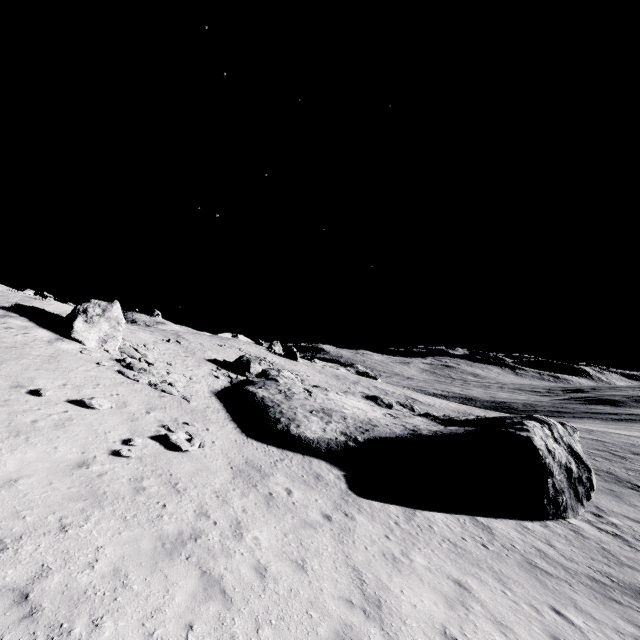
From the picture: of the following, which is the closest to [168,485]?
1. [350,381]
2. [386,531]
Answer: [386,531]

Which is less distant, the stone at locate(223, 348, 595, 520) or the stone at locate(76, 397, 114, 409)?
the stone at locate(76, 397, 114, 409)

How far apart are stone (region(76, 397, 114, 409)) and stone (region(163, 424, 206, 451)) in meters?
2.8

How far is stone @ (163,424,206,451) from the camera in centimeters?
1245cm

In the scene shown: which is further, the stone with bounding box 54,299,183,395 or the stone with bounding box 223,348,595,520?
the stone with bounding box 54,299,183,395

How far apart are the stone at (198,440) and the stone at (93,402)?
2.8 meters

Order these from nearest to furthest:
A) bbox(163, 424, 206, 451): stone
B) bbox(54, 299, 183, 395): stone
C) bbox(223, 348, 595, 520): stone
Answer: bbox(163, 424, 206, 451): stone < bbox(223, 348, 595, 520): stone < bbox(54, 299, 183, 395): stone

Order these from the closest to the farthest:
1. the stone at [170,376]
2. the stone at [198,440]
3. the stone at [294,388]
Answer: the stone at [198,440] < the stone at [294,388] < the stone at [170,376]
